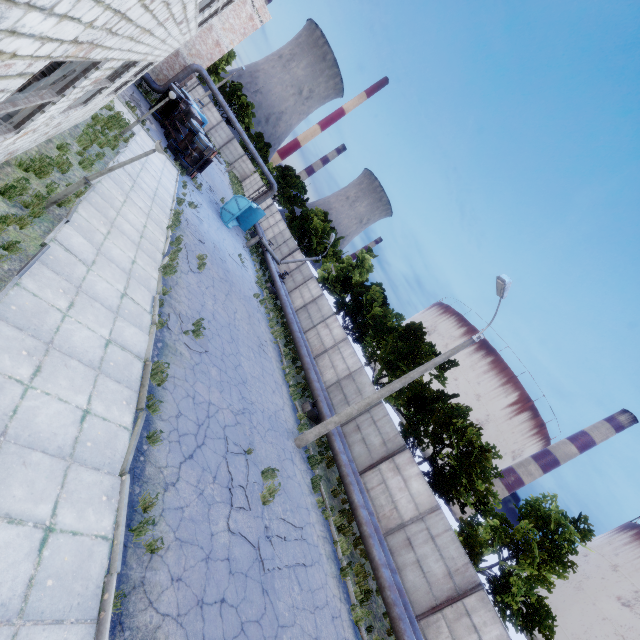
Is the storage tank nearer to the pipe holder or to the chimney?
the chimney

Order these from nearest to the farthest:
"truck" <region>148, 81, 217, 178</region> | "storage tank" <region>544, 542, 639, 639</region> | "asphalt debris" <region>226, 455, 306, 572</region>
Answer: "asphalt debris" <region>226, 455, 306, 572</region>
"truck" <region>148, 81, 217, 178</region>
"storage tank" <region>544, 542, 639, 639</region>

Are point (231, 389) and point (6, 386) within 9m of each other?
yes

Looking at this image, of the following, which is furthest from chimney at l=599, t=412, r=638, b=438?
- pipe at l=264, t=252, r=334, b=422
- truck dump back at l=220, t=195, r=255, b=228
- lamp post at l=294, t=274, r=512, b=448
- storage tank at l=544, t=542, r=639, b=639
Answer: truck dump back at l=220, t=195, r=255, b=228

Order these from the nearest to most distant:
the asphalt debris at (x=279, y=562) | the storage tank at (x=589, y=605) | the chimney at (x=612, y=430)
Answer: the asphalt debris at (x=279, y=562)
the storage tank at (x=589, y=605)
the chimney at (x=612, y=430)

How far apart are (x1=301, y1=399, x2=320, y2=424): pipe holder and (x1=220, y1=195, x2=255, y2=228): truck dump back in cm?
1623

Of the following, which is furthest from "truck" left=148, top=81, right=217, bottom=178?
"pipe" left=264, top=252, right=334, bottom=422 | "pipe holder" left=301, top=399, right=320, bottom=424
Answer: "pipe holder" left=301, top=399, right=320, bottom=424

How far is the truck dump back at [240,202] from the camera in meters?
25.6 m
